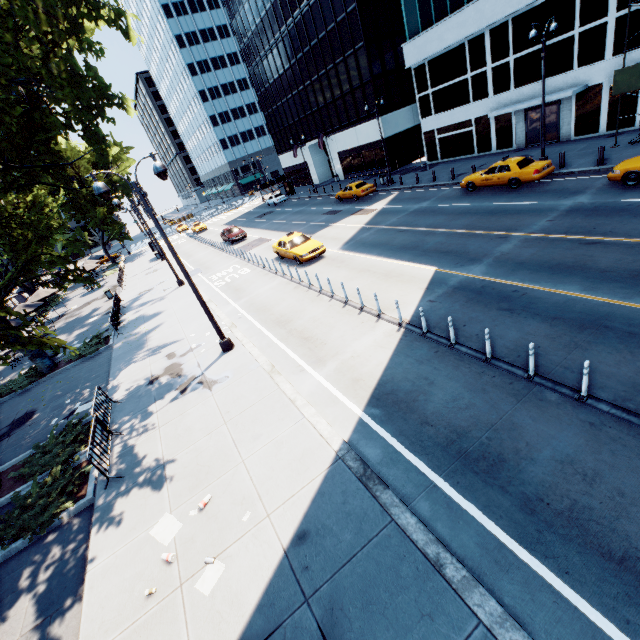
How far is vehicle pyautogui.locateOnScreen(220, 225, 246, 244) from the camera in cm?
3309

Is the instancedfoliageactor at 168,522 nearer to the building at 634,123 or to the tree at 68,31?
the tree at 68,31

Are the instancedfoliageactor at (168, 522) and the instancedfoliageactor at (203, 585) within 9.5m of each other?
yes

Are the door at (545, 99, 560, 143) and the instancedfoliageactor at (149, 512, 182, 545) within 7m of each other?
no

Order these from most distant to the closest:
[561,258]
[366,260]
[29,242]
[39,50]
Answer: [366,260]
[29,242]
[561,258]
[39,50]

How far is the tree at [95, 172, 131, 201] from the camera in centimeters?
4645cm

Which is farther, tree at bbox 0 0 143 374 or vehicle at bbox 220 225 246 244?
vehicle at bbox 220 225 246 244

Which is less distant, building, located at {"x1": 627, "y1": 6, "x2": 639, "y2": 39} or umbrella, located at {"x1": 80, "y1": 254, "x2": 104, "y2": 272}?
building, located at {"x1": 627, "y1": 6, "x2": 639, "y2": 39}
